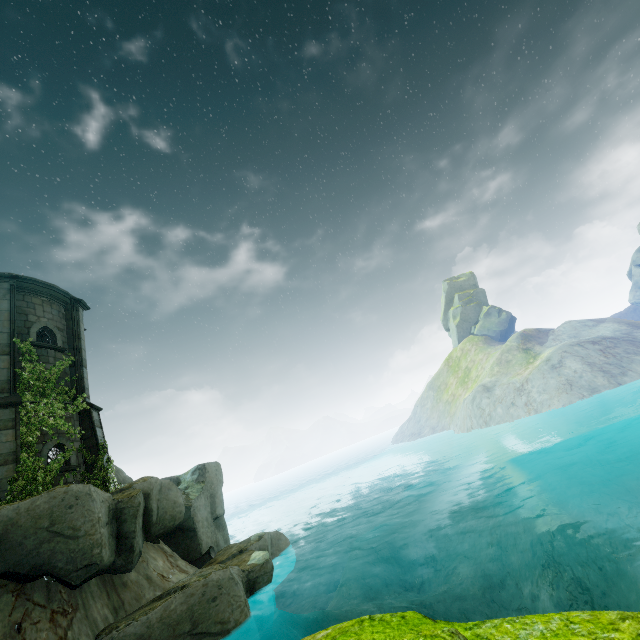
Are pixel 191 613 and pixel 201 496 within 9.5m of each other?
yes

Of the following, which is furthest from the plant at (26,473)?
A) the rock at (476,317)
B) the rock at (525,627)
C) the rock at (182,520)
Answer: the rock at (476,317)

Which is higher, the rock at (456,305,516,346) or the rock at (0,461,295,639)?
the rock at (456,305,516,346)

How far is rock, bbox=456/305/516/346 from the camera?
Answer: 53.76m

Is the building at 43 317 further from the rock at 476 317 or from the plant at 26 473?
the rock at 476 317

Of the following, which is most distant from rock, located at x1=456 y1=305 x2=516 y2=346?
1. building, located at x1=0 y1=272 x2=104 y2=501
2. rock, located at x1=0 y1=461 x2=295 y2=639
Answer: building, located at x1=0 y1=272 x2=104 y2=501

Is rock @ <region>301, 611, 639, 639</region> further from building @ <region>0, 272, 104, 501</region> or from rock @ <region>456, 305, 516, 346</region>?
rock @ <region>456, 305, 516, 346</region>

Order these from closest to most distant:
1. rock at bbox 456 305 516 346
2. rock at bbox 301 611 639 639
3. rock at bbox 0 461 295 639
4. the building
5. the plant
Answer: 1. rock at bbox 301 611 639 639
2. rock at bbox 0 461 295 639
3. the plant
4. the building
5. rock at bbox 456 305 516 346
